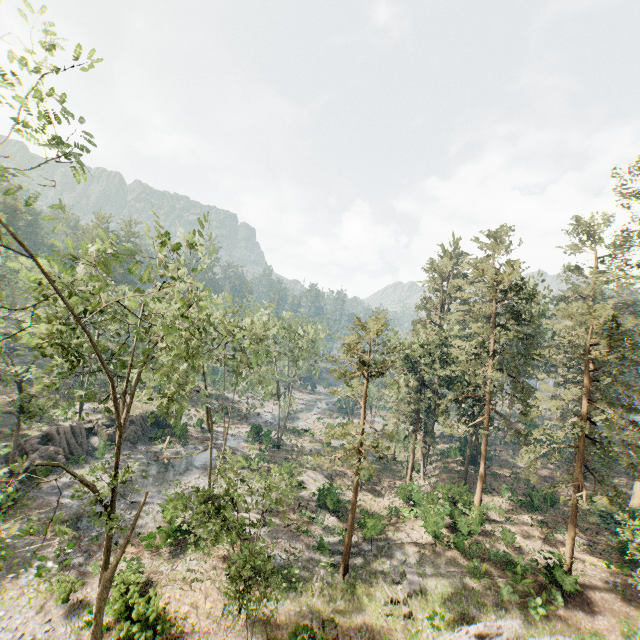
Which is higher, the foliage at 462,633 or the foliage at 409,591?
the foliage at 462,633

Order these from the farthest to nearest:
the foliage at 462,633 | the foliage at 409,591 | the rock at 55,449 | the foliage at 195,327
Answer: the rock at 55,449 → the foliage at 409,591 → the foliage at 462,633 → the foliage at 195,327

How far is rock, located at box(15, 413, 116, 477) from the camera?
29.4m

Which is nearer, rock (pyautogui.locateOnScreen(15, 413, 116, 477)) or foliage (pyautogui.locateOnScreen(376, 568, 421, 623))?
→ foliage (pyautogui.locateOnScreen(376, 568, 421, 623))

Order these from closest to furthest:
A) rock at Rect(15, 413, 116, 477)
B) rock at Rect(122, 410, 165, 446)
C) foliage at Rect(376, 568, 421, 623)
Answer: foliage at Rect(376, 568, 421, 623), rock at Rect(15, 413, 116, 477), rock at Rect(122, 410, 165, 446)

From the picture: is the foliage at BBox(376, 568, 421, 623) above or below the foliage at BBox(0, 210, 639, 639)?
below

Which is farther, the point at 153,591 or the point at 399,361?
the point at 399,361
